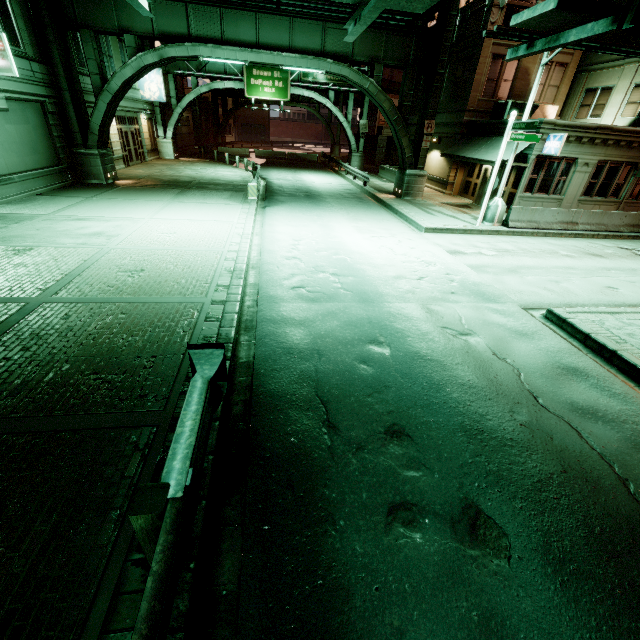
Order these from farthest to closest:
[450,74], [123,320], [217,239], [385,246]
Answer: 1. [450,74]
2. [385,246]
3. [217,239]
4. [123,320]

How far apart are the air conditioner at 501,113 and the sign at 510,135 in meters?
7.4 m

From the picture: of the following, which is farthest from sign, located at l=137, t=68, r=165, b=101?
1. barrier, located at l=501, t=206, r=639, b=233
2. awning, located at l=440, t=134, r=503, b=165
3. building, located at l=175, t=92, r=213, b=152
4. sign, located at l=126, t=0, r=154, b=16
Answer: sign, located at l=126, t=0, r=154, b=16

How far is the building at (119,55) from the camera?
21.38m

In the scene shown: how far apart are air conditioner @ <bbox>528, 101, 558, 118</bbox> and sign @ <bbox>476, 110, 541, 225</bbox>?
7.43m

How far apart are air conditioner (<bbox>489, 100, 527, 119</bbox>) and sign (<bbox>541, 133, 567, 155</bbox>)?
4.5 meters

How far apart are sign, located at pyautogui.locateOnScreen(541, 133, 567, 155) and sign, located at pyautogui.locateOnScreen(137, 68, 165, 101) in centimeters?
2886cm

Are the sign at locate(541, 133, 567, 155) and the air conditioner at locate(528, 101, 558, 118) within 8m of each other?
yes
